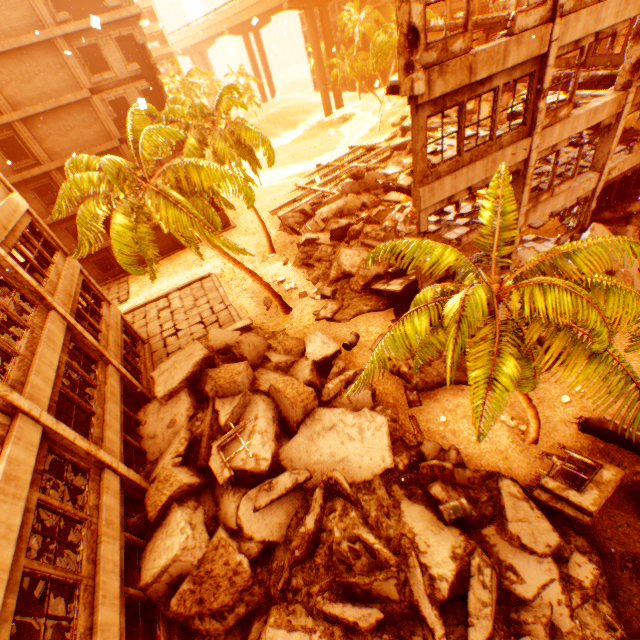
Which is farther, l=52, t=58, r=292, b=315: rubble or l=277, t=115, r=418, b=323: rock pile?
l=277, t=115, r=418, b=323: rock pile

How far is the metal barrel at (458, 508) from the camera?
9.1 meters

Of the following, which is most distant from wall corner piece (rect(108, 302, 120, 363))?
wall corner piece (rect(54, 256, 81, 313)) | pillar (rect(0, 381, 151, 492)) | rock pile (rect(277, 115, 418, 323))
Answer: pillar (rect(0, 381, 151, 492))

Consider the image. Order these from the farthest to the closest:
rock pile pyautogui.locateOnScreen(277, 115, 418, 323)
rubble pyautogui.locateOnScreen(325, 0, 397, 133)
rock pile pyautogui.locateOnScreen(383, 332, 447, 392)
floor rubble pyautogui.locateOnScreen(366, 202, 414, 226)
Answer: rubble pyautogui.locateOnScreen(325, 0, 397, 133), floor rubble pyautogui.locateOnScreen(366, 202, 414, 226), rock pile pyautogui.locateOnScreen(277, 115, 418, 323), rock pile pyautogui.locateOnScreen(383, 332, 447, 392)

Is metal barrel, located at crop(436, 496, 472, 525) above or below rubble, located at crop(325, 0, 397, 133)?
below

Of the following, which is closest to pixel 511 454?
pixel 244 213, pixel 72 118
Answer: pixel 244 213

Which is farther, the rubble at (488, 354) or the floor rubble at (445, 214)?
the floor rubble at (445, 214)

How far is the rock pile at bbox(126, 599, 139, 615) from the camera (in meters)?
8.74
